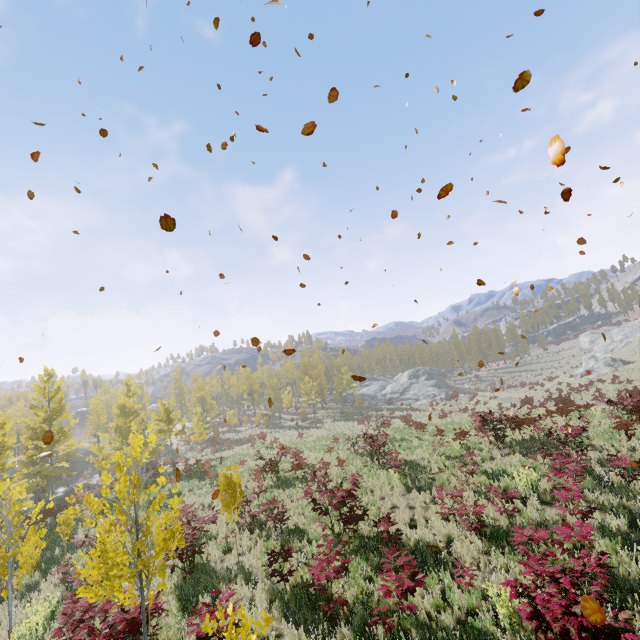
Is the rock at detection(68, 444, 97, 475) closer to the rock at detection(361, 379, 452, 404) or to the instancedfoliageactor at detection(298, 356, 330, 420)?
the instancedfoliageactor at detection(298, 356, 330, 420)

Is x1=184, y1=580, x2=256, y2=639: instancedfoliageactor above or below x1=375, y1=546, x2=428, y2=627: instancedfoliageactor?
below

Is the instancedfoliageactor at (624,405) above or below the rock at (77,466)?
above

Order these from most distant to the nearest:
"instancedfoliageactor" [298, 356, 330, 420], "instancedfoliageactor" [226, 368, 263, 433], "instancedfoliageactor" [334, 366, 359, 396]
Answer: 1. "instancedfoliageactor" [334, 366, 359, 396]
2. "instancedfoliageactor" [298, 356, 330, 420]
3. "instancedfoliageactor" [226, 368, 263, 433]

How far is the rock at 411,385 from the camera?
48.4 meters

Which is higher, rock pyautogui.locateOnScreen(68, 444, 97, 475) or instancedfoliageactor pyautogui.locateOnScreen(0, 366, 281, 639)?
instancedfoliageactor pyautogui.locateOnScreen(0, 366, 281, 639)

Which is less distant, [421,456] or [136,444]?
[136,444]
